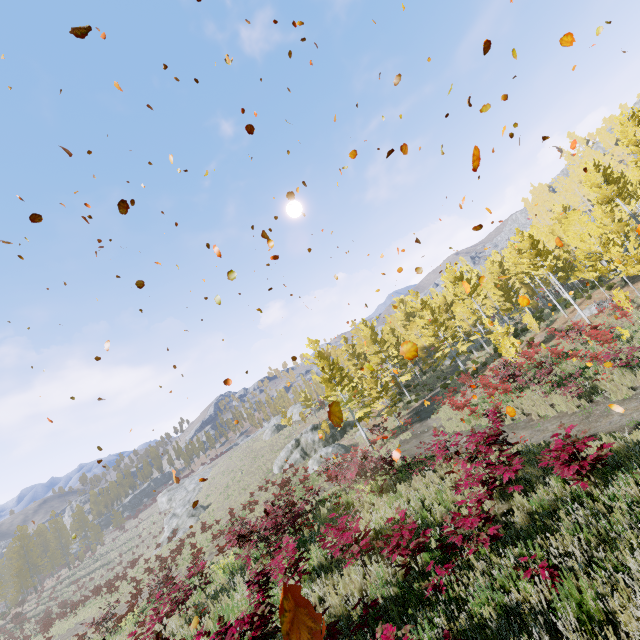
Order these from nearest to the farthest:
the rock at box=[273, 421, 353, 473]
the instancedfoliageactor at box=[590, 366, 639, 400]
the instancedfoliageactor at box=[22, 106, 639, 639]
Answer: the instancedfoliageactor at box=[22, 106, 639, 639]
the instancedfoliageactor at box=[590, 366, 639, 400]
the rock at box=[273, 421, 353, 473]

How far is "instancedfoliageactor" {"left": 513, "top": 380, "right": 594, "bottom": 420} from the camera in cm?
1191

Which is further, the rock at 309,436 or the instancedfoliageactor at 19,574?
the instancedfoliageactor at 19,574

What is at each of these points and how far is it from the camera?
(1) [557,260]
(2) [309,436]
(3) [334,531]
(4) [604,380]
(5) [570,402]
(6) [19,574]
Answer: (1) instancedfoliageactor, 31.7m
(2) rock, 36.2m
(3) instancedfoliageactor, 7.0m
(4) instancedfoliageactor, 12.0m
(5) instancedfoliageactor, 12.4m
(6) instancedfoliageactor, 48.0m

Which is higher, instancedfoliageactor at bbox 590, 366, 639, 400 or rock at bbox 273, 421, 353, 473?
→ rock at bbox 273, 421, 353, 473

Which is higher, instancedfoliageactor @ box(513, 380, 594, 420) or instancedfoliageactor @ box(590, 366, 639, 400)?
instancedfoliageactor @ box(590, 366, 639, 400)
